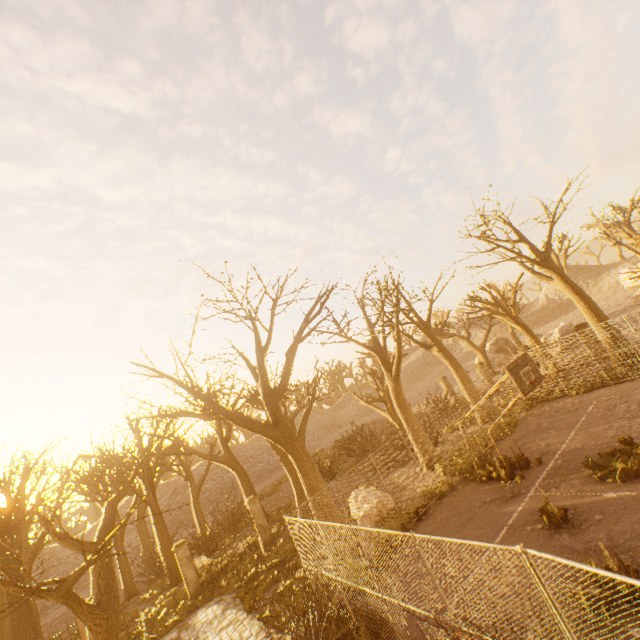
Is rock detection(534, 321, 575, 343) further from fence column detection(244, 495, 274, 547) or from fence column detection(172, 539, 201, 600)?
fence column detection(172, 539, 201, 600)

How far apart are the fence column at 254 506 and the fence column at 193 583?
3.3 meters

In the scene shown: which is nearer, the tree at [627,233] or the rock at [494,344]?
the tree at [627,233]

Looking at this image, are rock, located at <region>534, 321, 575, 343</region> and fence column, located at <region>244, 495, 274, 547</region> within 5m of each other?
no

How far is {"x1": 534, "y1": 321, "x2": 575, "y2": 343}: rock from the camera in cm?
2858

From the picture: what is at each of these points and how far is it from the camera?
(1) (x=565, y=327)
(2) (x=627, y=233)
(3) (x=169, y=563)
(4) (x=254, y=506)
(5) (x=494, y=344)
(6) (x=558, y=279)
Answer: (1) rock, 28.9m
(2) tree, 28.7m
(3) tree, 18.9m
(4) fence column, 18.2m
(5) rock, 40.8m
(6) tree, 19.1m

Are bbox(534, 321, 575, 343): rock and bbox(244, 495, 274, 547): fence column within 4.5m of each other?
no

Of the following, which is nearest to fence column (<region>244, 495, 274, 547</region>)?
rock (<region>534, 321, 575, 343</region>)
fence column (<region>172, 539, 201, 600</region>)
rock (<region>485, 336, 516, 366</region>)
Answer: fence column (<region>172, 539, 201, 600</region>)
